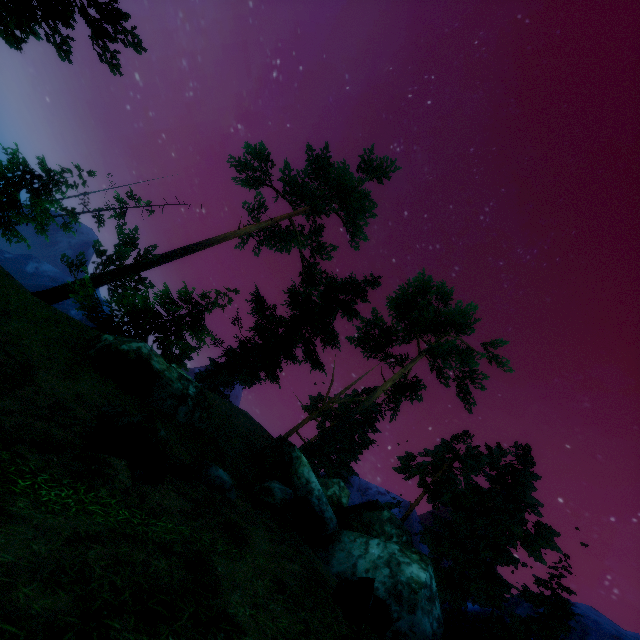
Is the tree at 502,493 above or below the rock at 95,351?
above

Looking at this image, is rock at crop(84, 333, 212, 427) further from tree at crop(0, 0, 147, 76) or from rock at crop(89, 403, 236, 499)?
tree at crop(0, 0, 147, 76)

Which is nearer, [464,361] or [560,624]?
[560,624]

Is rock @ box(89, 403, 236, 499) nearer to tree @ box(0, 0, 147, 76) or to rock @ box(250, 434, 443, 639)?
rock @ box(250, 434, 443, 639)

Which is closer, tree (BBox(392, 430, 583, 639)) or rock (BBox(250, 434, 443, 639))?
rock (BBox(250, 434, 443, 639))

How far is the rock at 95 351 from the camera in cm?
1216

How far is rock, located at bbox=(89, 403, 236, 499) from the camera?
5.79m

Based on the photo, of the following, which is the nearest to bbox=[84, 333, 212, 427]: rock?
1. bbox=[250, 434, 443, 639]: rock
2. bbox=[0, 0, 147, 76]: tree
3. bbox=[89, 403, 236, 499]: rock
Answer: bbox=[250, 434, 443, 639]: rock
